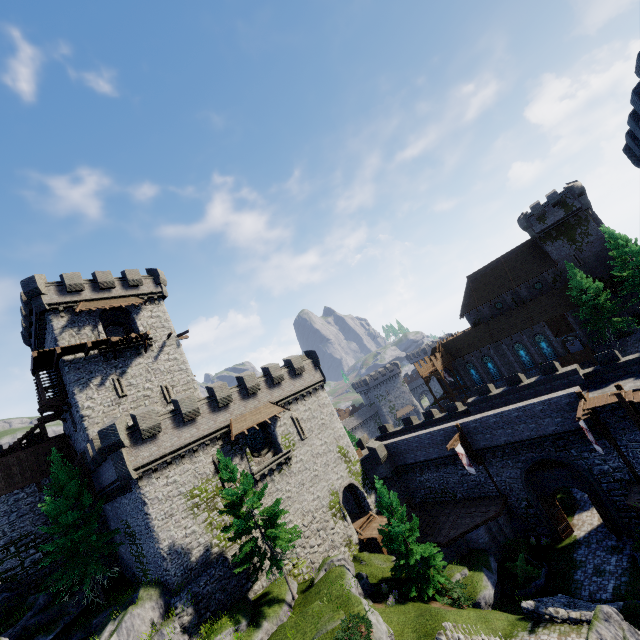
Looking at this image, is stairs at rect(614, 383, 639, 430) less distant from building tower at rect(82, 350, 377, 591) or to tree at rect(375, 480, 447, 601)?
tree at rect(375, 480, 447, 601)

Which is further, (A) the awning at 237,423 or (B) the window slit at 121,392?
(B) the window slit at 121,392

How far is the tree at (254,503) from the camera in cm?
2055

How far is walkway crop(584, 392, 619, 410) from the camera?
21.1m

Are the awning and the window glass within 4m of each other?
yes

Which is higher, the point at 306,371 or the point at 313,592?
the point at 306,371

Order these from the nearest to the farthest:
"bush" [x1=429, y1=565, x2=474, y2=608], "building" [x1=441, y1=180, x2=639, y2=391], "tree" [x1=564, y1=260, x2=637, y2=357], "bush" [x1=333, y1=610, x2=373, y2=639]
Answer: "bush" [x1=333, y1=610, x2=373, y2=639] → "bush" [x1=429, y1=565, x2=474, y2=608] → "tree" [x1=564, y1=260, x2=637, y2=357] → "building" [x1=441, y1=180, x2=639, y2=391]

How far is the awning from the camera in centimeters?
2641cm
